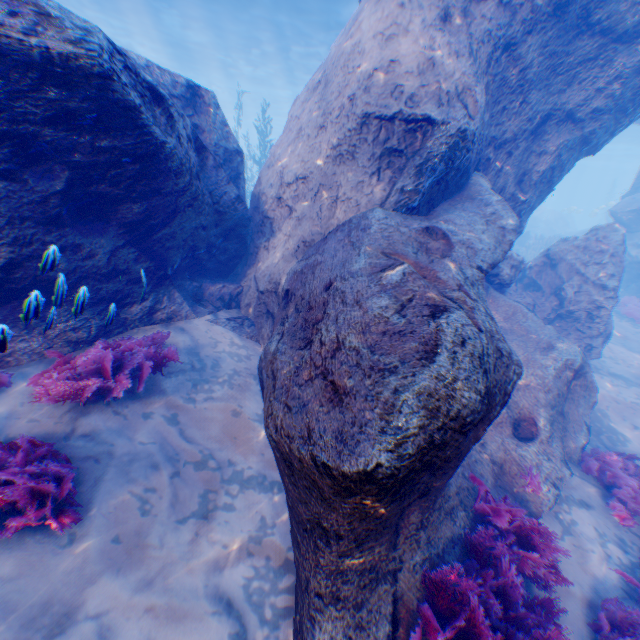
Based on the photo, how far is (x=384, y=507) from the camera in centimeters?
259cm

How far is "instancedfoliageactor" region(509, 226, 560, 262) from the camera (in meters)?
20.36

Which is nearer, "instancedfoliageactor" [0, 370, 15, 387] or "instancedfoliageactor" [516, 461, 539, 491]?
"instancedfoliageactor" [0, 370, 15, 387]

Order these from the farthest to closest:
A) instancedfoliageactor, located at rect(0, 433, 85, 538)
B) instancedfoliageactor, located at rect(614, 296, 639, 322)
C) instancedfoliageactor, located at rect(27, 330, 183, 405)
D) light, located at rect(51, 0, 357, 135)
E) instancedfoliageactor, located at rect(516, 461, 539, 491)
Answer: light, located at rect(51, 0, 357, 135) → instancedfoliageactor, located at rect(614, 296, 639, 322) → instancedfoliageactor, located at rect(516, 461, 539, 491) → instancedfoliageactor, located at rect(27, 330, 183, 405) → instancedfoliageactor, located at rect(0, 433, 85, 538)

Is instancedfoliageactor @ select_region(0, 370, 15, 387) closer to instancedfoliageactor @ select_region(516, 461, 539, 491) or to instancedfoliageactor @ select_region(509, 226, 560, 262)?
instancedfoliageactor @ select_region(516, 461, 539, 491)

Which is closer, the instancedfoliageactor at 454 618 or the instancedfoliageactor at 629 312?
the instancedfoliageactor at 454 618

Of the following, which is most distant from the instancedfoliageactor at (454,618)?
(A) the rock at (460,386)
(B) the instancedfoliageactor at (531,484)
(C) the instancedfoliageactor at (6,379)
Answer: (C) the instancedfoliageactor at (6,379)

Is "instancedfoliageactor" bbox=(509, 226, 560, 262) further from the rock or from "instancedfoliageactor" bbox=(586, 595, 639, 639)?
"instancedfoliageactor" bbox=(586, 595, 639, 639)
